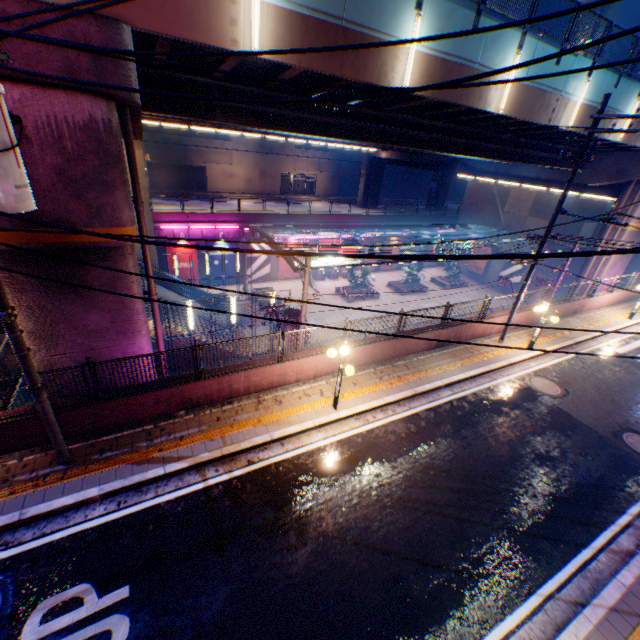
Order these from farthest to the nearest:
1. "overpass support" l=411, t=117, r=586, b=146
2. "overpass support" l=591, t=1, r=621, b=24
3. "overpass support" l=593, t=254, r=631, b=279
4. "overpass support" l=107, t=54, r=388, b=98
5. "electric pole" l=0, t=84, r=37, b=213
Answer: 1. "overpass support" l=591, t=1, r=621, b=24
2. "overpass support" l=593, t=254, r=631, b=279
3. "overpass support" l=411, t=117, r=586, b=146
4. "overpass support" l=107, t=54, r=388, b=98
5. "electric pole" l=0, t=84, r=37, b=213

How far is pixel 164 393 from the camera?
9.09m

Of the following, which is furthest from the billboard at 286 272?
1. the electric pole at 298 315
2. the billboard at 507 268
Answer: the billboard at 507 268

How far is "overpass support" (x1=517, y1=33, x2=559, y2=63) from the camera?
11.90m

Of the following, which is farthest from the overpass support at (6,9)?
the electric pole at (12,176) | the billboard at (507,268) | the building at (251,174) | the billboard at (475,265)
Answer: the building at (251,174)

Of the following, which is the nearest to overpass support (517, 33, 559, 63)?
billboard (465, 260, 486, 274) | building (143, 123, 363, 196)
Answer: billboard (465, 260, 486, 274)

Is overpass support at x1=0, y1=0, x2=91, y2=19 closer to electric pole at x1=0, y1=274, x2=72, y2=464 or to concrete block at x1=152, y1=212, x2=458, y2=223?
electric pole at x1=0, y1=274, x2=72, y2=464

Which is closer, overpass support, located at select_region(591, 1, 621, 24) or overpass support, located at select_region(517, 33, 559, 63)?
overpass support, located at select_region(517, 33, 559, 63)
